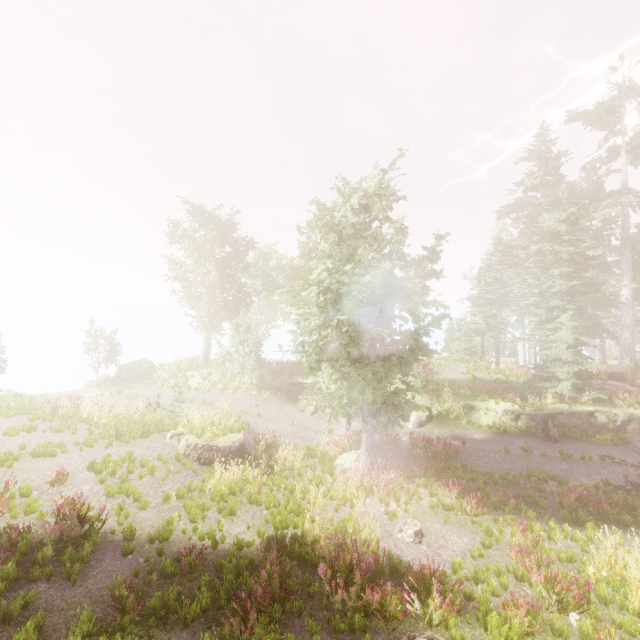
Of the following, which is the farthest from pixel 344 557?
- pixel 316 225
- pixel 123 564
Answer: pixel 316 225

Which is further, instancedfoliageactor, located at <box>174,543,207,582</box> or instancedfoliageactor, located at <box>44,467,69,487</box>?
instancedfoliageactor, located at <box>44,467,69,487</box>

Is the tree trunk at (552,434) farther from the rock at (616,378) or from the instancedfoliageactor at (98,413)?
the rock at (616,378)

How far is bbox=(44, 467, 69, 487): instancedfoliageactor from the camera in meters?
9.6

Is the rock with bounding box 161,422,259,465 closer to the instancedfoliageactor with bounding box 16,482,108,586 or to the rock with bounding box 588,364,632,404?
the instancedfoliageactor with bounding box 16,482,108,586

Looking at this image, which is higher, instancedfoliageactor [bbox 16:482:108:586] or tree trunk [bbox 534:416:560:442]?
instancedfoliageactor [bbox 16:482:108:586]

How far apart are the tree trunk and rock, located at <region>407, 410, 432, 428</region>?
5.54m

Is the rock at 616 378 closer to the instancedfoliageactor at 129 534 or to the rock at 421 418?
the instancedfoliageactor at 129 534
